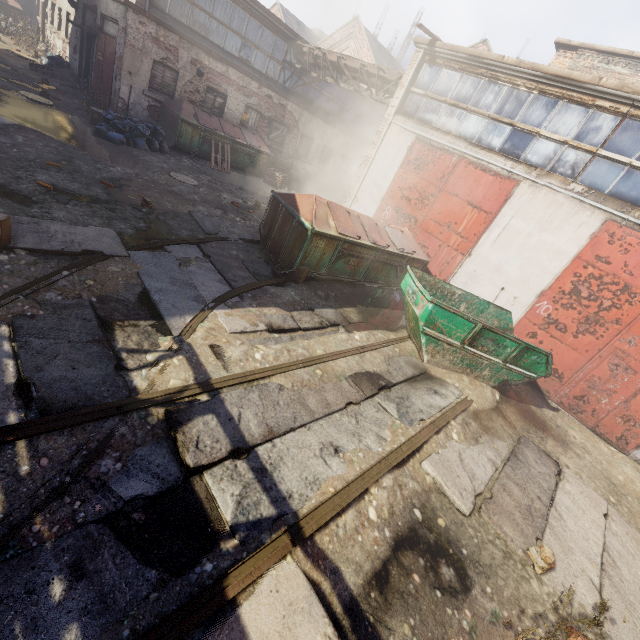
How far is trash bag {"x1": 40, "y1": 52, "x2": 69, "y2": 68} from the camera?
15.7 meters

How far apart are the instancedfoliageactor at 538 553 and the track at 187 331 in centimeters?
509cm

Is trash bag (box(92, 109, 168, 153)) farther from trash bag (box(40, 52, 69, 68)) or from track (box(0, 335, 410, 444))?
track (box(0, 335, 410, 444))

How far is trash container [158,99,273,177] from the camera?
12.6 meters

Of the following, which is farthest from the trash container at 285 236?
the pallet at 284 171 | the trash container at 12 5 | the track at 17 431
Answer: the trash container at 12 5

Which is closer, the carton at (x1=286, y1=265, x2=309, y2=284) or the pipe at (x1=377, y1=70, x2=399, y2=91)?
the carton at (x1=286, y1=265, x2=309, y2=284)

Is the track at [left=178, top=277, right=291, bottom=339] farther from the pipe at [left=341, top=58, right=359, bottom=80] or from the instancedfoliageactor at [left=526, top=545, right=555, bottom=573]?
the pipe at [left=341, top=58, right=359, bottom=80]

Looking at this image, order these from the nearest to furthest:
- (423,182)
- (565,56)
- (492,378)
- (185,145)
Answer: (492,378) → (423,182) → (185,145) → (565,56)
